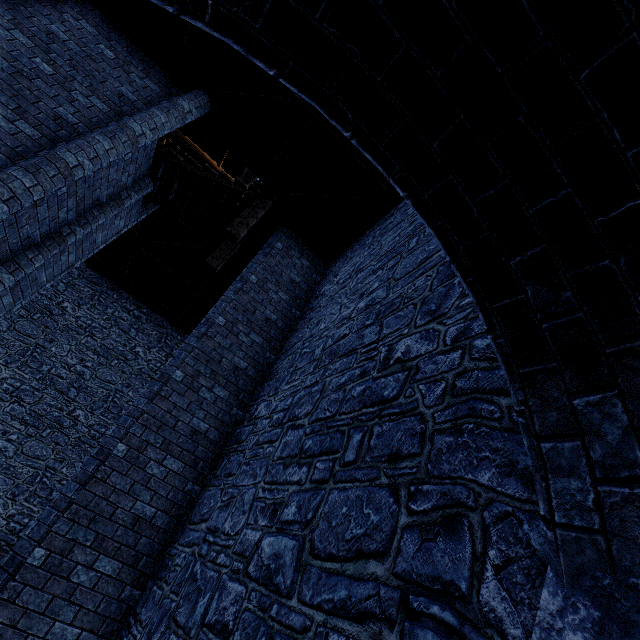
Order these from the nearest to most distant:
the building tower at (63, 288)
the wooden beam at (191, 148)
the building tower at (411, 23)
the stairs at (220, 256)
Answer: the building tower at (411, 23), the stairs at (220, 256), the building tower at (63, 288), the wooden beam at (191, 148)

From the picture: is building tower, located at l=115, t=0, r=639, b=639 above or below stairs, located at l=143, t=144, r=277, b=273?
below

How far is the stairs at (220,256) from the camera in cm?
746

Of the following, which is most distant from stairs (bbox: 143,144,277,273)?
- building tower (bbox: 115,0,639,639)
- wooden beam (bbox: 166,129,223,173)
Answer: wooden beam (bbox: 166,129,223,173)

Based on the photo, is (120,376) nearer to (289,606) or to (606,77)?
(289,606)

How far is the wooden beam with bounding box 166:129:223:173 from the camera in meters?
15.1

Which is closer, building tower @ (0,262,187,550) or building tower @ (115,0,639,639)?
building tower @ (115,0,639,639)
